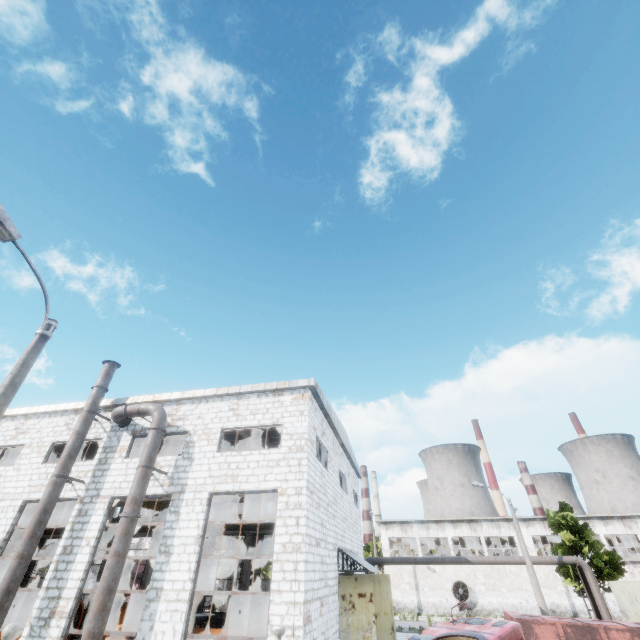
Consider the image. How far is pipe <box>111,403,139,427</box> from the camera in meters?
14.4

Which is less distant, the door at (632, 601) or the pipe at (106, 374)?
the pipe at (106, 374)

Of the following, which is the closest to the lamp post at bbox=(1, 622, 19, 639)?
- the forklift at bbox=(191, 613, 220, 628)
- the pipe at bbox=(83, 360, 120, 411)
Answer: the pipe at bbox=(83, 360, 120, 411)

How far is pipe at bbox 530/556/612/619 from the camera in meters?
23.0

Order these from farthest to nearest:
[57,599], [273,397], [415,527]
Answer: [415,527]
[273,397]
[57,599]

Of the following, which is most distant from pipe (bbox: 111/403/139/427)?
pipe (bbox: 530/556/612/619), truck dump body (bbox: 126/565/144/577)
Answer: truck dump body (bbox: 126/565/144/577)

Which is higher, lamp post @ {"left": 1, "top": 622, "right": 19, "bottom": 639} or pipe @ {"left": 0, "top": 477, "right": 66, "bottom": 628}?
pipe @ {"left": 0, "top": 477, "right": 66, "bottom": 628}

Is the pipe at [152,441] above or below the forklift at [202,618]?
above
